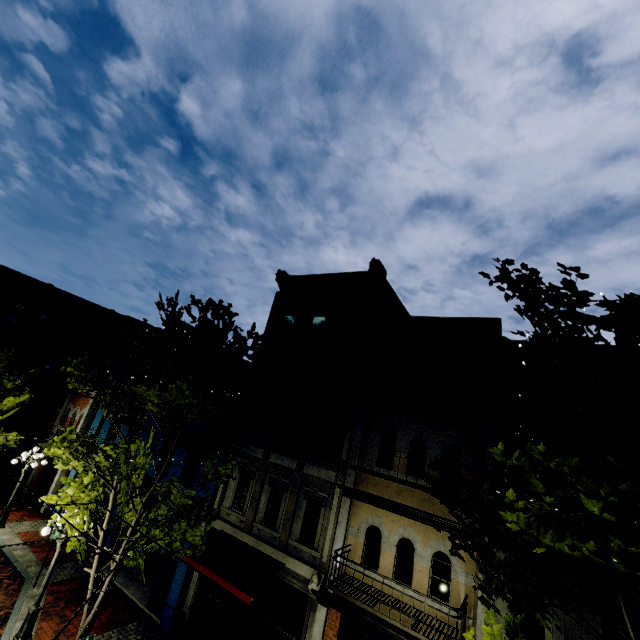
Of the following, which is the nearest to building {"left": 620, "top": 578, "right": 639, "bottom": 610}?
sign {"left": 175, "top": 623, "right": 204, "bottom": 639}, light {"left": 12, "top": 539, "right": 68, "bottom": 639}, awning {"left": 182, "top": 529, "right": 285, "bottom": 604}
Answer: awning {"left": 182, "top": 529, "right": 285, "bottom": 604}

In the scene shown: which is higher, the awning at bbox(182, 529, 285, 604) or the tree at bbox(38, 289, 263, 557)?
the tree at bbox(38, 289, 263, 557)

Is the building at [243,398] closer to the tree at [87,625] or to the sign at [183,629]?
the tree at [87,625]

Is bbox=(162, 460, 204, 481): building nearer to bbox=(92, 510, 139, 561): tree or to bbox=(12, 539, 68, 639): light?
bbox=(92, 510, 139, 561): tree

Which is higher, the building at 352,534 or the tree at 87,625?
the building at 352,534

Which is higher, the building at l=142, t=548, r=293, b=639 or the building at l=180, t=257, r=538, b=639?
the building at l=180, t=257, r=538, b=639

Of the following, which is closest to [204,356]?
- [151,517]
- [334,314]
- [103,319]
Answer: [334,314]

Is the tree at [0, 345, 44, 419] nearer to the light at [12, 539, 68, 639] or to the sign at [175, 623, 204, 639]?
the light at [12, 539, 68, 639]
